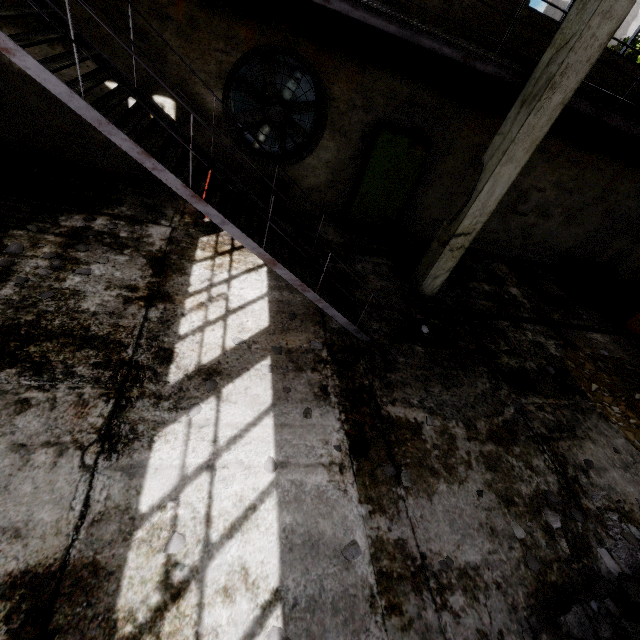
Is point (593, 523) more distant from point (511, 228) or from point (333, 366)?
point (511, 228)

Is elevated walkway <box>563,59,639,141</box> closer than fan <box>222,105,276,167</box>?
Yes

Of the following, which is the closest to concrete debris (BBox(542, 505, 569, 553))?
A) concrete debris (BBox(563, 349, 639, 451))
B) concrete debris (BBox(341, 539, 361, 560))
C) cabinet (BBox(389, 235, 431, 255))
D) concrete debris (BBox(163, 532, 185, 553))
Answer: concrete debris (BBox(563, 349, 639, 451))

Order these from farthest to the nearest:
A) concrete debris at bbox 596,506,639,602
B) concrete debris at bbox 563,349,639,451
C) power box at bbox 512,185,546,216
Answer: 1. power box at bbox 512,185,546,216
2. concrete debris at bbox 563,349,639,451
3. concrete debris at bbox 596,506,639,602

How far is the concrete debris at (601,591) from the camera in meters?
3.6

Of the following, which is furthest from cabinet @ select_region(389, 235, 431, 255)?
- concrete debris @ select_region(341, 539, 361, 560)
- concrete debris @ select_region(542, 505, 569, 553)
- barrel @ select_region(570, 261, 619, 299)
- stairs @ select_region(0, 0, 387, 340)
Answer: concrete debris @ select_region(341, 539, 361, 560)

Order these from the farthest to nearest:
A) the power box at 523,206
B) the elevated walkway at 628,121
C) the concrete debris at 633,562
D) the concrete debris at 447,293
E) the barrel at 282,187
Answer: the power box at 523,206, the concrete debris at 447,293, the barrel at 282,187, the elevated walkway at 628,121, the concrete debris at 633,562

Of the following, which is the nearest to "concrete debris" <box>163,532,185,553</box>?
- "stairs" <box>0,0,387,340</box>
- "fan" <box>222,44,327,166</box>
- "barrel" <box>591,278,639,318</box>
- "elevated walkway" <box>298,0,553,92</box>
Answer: A: "stairs" <box>0,0,387,340</box>
